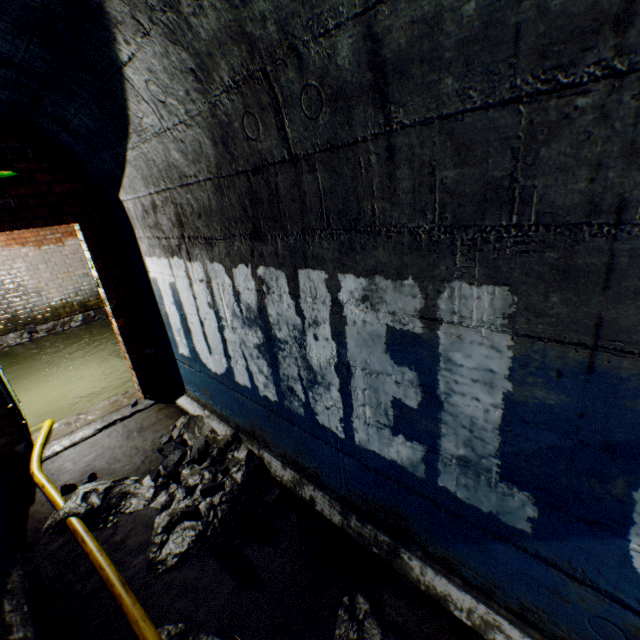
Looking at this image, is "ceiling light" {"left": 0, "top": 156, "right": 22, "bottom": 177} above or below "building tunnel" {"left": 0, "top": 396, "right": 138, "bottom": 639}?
above

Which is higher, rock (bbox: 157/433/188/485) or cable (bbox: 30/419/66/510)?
rock (bbox: 157/433/188/485)

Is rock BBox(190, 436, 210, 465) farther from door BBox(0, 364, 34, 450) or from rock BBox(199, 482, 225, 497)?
door BBox(0, 364, 34, 450)

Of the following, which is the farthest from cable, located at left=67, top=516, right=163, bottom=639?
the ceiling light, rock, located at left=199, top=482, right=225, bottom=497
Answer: the ceiling light

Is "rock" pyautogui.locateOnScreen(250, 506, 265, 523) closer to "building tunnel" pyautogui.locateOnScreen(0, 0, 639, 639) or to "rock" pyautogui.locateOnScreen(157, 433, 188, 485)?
"building tunnel" pyautogui.locateOnScreen(0, 0, 639, 639)

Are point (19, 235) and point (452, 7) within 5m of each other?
no

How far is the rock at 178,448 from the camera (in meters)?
2.61

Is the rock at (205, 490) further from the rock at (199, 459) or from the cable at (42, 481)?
the cable at (42, 481)
